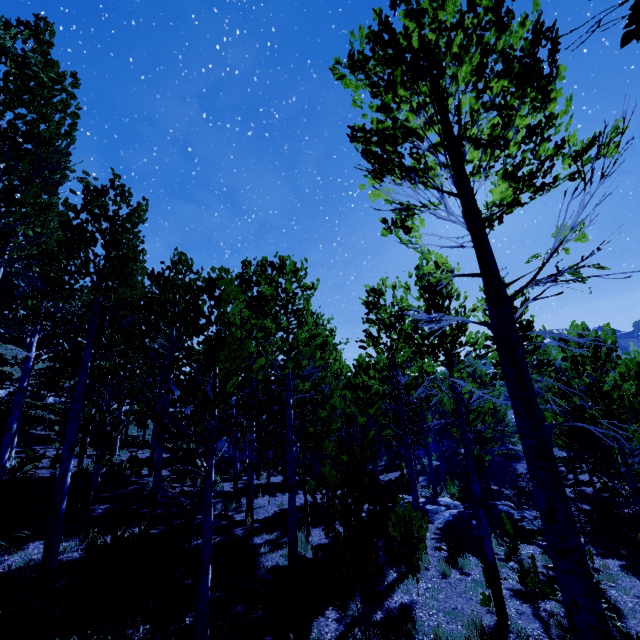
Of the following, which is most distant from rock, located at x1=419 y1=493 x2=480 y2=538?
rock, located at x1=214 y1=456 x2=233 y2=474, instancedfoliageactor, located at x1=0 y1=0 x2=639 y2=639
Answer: rock, located at x1=214 y1=456 x2=233 y2=474

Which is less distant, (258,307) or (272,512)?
(258,307)

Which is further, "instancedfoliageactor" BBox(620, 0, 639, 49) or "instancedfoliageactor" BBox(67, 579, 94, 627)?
"instancedfoliageactor" BBox(67, 579, 94, 627)

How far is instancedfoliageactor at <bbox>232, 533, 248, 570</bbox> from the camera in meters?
7.6 m

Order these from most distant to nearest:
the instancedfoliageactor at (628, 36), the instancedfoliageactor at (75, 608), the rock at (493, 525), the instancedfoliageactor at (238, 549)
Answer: the rock at (493, 525), the instancedfoliageactor at (238, 549), the instancedfoliageactor at (75, 608), the instancedfoliageactor at (628, 36)

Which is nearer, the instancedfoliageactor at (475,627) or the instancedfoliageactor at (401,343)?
the instancedfoliageactor at (401,343)
